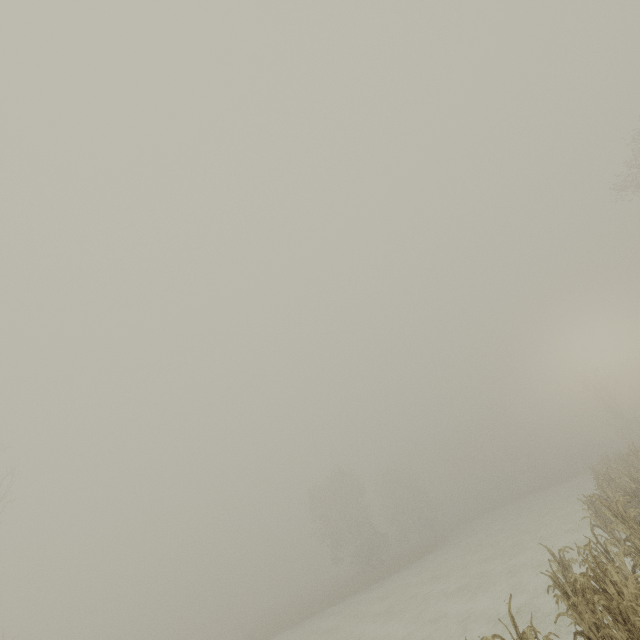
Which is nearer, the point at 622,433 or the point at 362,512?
the point at 622,433
